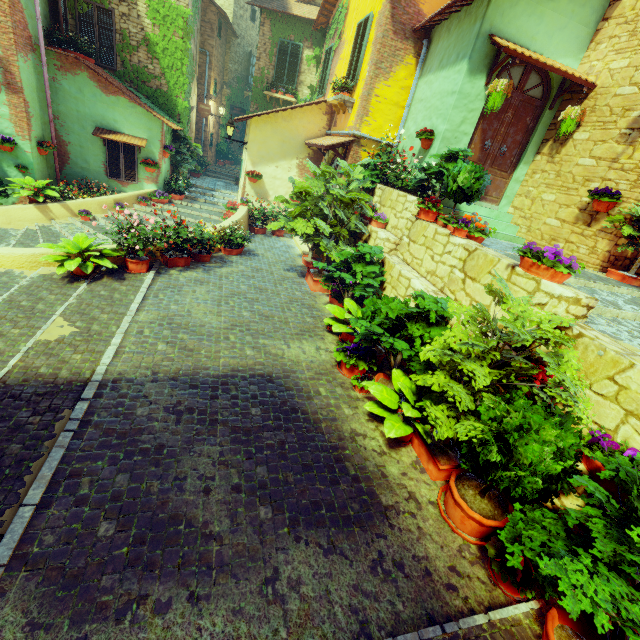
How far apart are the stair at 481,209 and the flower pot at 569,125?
1.9m

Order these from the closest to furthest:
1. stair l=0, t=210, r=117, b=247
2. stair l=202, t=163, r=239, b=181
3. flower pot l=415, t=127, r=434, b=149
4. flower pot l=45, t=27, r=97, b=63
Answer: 1. flower pot l=415, t=127, r=434, b=149
2. stair l=0, t=210, r=117, b=247
3. flower pot l=45, t=27, r=97, b=63
4. stair l=202, t=163, r=239, b=181

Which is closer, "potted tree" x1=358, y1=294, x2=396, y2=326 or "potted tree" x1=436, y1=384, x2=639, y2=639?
"potted tree" x1=436, y1=384, x2=639, y2=639

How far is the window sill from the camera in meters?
9.3 m

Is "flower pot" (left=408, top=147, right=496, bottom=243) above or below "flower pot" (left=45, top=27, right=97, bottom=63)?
below

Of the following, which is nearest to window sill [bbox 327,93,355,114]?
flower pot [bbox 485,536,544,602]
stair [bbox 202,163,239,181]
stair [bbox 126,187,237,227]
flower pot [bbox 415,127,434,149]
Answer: flower pot [bbox 415,127,434,149]

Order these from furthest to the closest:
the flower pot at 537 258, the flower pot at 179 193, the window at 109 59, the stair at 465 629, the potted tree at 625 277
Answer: the flower pot at 179 193, the window at 109 59, the potted tree at 625 277, the flower pot at 537 258, the stair at 465 629

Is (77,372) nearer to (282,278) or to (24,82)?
(282,278)
